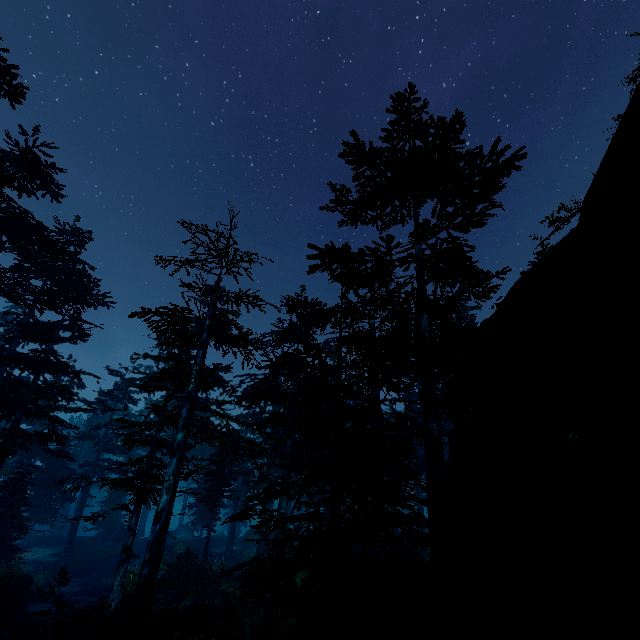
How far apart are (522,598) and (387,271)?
10.7 meters

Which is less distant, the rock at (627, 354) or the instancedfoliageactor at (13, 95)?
the rock at (627, 354)

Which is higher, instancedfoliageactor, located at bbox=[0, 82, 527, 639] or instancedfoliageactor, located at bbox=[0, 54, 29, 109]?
instancedfoliageactor, located at bbox=[0, 54, 29, 109]

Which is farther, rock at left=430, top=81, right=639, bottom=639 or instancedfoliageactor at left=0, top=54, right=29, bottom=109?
instancedfoliageactor at left=0, top=54, right=29, bottom=109

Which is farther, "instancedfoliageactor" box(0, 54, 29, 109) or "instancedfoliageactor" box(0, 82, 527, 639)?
"instancedfoliageactor" box(0, 54, 29, 109)

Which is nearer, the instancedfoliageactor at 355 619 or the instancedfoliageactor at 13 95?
the instancedfoliageactor at 355 619

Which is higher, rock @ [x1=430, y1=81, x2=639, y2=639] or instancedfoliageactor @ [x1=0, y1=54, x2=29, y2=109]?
instancedfoliageactor @ [x1=0, y1=54, x2=29, y2=109]
